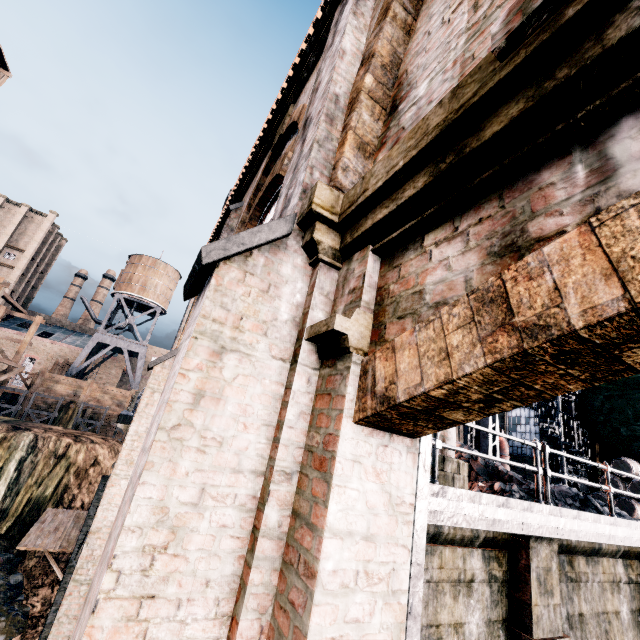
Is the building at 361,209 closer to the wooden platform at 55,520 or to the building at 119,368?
the wooden platform at 55,520

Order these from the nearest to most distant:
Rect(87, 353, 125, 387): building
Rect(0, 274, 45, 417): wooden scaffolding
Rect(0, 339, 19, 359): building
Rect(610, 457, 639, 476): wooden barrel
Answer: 1. Rect(610, 457, 639, 476): wooden barrel
2. Rect(0, 274, 45, 417): wooden scaffolding
3. Rect(0, 339, 19, 359): building
4. Rect(87, 353, 125, 387): building

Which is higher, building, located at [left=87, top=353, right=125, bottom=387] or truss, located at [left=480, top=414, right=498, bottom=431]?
building, located at [left=87, top=353, right=125, bottom=387]

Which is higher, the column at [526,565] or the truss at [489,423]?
the truss at [489,423]

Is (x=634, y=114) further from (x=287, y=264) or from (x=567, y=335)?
(x=287, y=264)

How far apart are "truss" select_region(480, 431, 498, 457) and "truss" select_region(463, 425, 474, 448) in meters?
5.0

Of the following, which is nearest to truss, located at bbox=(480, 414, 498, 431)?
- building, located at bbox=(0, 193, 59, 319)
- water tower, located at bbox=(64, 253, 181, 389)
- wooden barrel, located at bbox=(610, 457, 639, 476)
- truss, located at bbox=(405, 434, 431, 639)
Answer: wooden barrel, located at bbox=(610, 457, 639, 476)

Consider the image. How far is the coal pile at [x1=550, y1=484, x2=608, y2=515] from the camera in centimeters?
788cm
